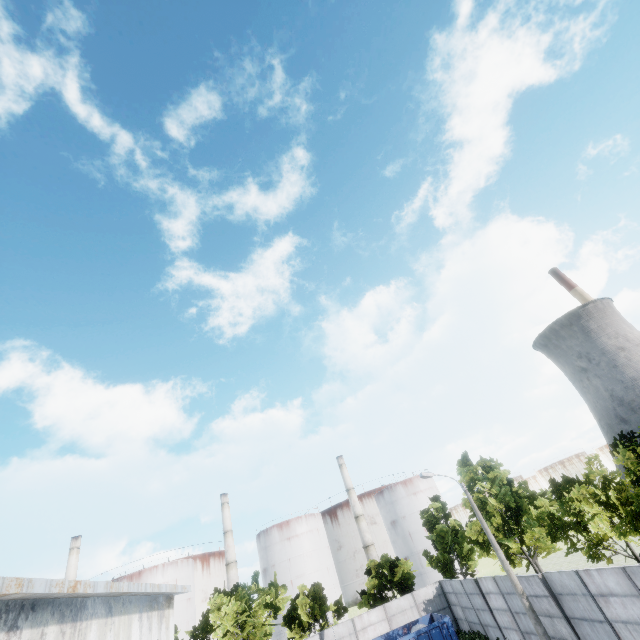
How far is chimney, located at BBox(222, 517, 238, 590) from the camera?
54.2m

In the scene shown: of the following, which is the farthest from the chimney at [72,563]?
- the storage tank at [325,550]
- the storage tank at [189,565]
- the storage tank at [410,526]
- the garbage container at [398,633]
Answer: the storage tank at [410,526]

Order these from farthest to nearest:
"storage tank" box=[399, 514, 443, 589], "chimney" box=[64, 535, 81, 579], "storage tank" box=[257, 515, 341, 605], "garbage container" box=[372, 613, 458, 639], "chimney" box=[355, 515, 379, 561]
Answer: "chimney" box=[355, 515, 379, 561], "storage tank" box=[399, 514, 443, 589], "storage tank" box=[257, 515, 341, 605], "chimney" box=[64, 535, 81, 579], "garbage container" box=[372, 613, 458, 639]

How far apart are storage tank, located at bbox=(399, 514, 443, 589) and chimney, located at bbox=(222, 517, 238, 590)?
28.55m

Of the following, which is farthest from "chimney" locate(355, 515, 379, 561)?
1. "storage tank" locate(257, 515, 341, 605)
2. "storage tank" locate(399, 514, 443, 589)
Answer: "storage tank" locate(257, 515, 341, 605)

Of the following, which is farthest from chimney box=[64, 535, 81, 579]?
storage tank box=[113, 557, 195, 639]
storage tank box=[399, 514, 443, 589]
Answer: storage tank box=[399, 514, 443, 589]

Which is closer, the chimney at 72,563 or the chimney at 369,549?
the chimney at 72,563

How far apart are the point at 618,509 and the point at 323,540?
55.5m
